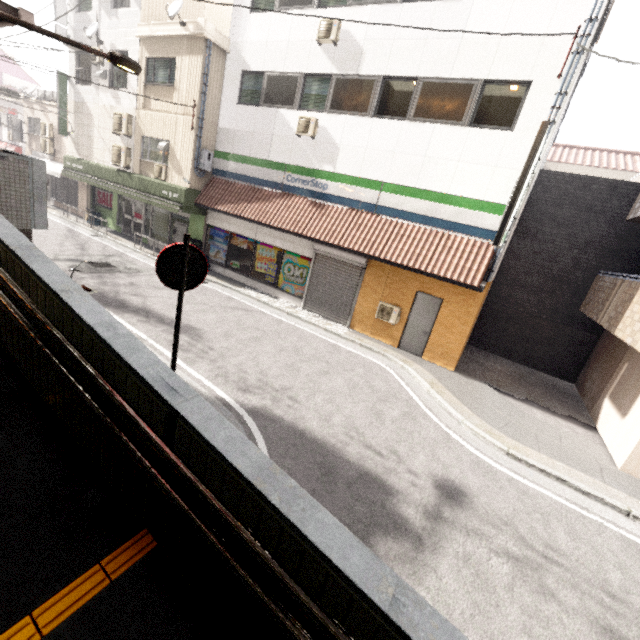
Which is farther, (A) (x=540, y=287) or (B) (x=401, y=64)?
(A) (x=540, y=287)

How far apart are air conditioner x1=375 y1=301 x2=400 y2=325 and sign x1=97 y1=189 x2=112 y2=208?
16.57m

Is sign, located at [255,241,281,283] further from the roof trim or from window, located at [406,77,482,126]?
the roof trim

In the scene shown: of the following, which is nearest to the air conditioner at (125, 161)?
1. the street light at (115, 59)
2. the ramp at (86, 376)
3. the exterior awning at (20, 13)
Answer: the exterior awning at (20, 13)

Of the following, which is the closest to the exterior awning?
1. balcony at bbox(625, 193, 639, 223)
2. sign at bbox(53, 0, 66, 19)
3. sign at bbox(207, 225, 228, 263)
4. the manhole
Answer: the manhole

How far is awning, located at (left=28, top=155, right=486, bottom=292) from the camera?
10.0 meters

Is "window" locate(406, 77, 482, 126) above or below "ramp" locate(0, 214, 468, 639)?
above

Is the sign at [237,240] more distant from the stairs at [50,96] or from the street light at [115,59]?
the stairs at [50,96]
